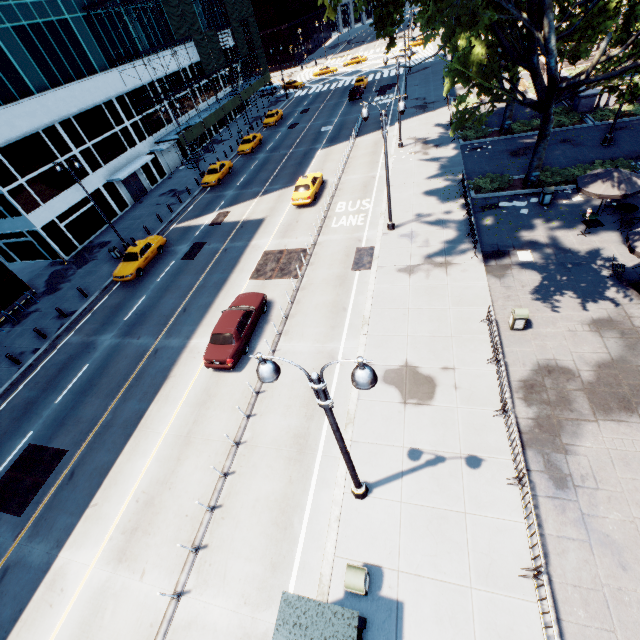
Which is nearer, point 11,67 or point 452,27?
point 452,27

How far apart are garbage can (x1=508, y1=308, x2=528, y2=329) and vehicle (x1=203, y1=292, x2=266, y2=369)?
12.0 meters

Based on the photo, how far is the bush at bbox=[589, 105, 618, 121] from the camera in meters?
25.4

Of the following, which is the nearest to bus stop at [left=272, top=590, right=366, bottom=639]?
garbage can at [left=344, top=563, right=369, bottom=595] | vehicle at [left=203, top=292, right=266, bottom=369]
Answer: garbage can at [left=344, top=563, right=369, bottom=595]

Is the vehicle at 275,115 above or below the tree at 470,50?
below

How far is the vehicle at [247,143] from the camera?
39.6m

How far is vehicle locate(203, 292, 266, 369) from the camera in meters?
15.4

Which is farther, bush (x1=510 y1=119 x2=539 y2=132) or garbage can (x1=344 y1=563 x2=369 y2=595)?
bush (x1=510 y1=119 x2=539 y2=132)
